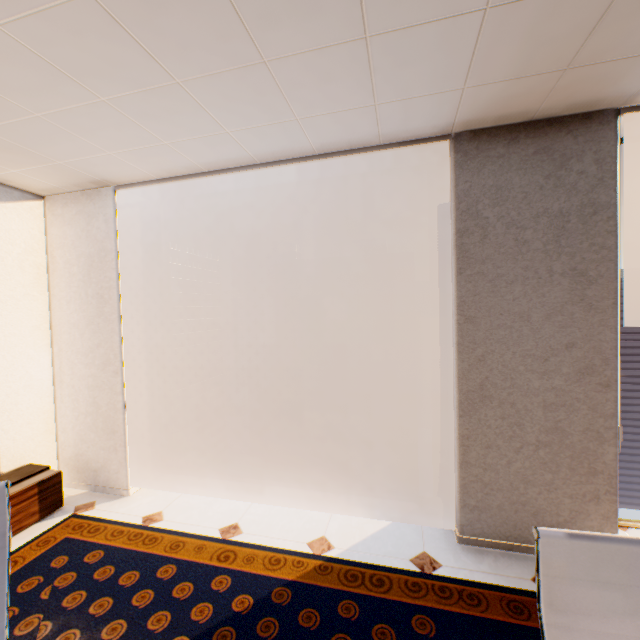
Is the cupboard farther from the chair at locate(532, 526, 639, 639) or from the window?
the chair at locate(532, 526, 639, 639)

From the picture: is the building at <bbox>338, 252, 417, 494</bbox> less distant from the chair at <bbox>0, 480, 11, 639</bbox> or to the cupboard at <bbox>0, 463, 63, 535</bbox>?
the cupboard at <bbox>0, 463, 63, 535</bbox>

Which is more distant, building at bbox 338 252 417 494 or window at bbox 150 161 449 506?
building at bbox 338 252 417 494

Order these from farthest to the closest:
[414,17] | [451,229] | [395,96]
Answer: [451,229], [395,96], [414,17]

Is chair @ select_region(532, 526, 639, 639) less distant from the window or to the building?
the window

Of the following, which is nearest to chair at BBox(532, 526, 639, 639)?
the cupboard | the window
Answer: the window

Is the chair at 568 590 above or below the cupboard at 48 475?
above

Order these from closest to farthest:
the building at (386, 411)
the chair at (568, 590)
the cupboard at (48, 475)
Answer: the chair at (568, 590)
the cupboard at (48, 475)
the building at (386, 411)
